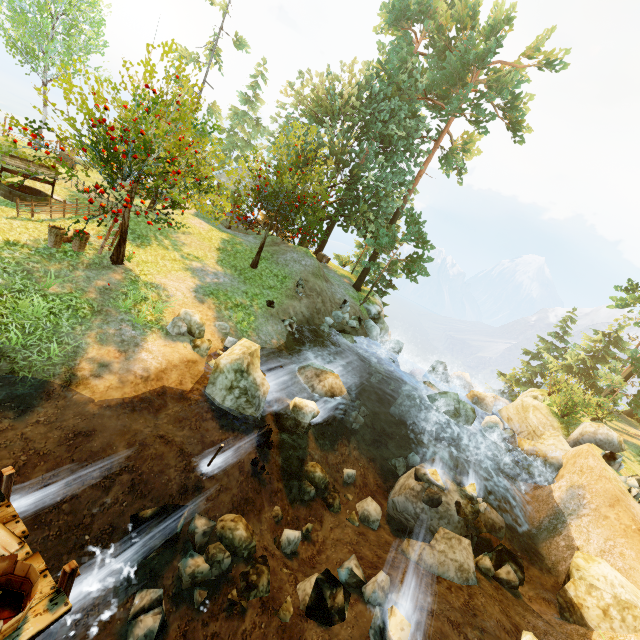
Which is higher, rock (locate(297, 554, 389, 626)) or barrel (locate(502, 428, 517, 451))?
barrel (locate(502, 428, 517, 451))

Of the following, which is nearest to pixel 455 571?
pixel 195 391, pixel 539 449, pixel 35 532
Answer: pixel 195 391

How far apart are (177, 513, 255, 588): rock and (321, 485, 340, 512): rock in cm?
263

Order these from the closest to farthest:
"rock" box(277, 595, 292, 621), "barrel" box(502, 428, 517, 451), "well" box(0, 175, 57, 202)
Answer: "rock" box(277, 595, 292, 621) → "well" box(0, 175, 57, 202) → "barrel" box(502, 428, 517, 451)

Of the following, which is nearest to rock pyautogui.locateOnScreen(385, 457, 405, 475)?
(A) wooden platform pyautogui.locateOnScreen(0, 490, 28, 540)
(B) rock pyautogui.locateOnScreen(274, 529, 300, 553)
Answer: (B) rock pyautogui.locateOnScreen(274, 529, 300, 553)

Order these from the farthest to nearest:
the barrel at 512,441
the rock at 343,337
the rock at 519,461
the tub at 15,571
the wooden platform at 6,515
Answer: the rock at 343,337 < the barrel at 512,441 < the rock at 519,461 < the wooden platform at 6,515 < the tub at 15,571

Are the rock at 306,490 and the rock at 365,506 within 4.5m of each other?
yes

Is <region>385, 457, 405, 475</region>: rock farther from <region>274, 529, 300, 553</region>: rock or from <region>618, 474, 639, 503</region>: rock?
<region>618, 474, 639, 503</region>: rock
